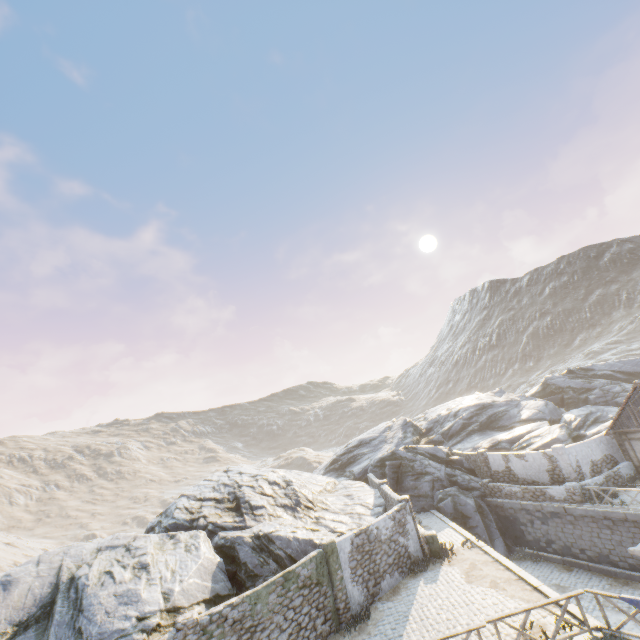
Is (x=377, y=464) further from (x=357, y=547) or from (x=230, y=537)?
(x=230, y=537)

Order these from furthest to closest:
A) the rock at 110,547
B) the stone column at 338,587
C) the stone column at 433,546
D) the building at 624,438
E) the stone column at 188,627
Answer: the building at 624,438 < the stone column at 433,546 < the stone column at 338,587 < the rock at 110,547 < the stone column at 188,627

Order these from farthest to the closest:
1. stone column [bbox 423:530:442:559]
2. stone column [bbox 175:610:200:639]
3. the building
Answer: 1. the building
2. stone column [bbox 423:530:442:559]
3. stone column [bbox 175:610:200:639]

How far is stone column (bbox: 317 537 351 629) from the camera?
14.0 meters

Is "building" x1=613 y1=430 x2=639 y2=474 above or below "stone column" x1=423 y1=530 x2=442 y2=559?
above

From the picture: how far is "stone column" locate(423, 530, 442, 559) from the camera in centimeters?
1759cm

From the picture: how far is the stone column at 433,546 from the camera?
17.59m

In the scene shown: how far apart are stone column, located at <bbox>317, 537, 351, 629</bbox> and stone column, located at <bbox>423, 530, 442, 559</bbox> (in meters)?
5.12
